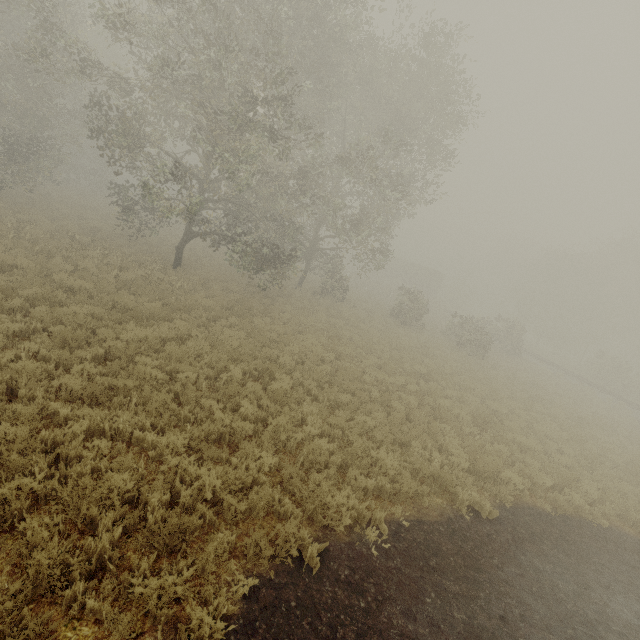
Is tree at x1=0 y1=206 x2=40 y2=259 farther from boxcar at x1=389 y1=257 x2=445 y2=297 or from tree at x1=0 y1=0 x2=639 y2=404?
boxcar at x1=389 y1=257 x2=445 y2=297

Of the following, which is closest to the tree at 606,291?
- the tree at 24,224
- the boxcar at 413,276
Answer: the tree at 24,224

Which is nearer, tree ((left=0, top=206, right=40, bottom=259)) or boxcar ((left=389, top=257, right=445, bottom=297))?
tree ((left=0, top=206, right=40, bottom=259))

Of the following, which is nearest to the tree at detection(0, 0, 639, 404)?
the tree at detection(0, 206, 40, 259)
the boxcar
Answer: the tree at detection(0, 206, 40, 259)

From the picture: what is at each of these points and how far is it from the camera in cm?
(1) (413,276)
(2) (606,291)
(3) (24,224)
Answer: (1) boxcar, 5309
(2) tree, 3259
(3) tree, 1430

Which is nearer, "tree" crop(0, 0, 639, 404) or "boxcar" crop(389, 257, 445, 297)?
"tree" crop(0, 0, 639, 404)

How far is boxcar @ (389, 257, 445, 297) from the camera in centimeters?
5050cm
